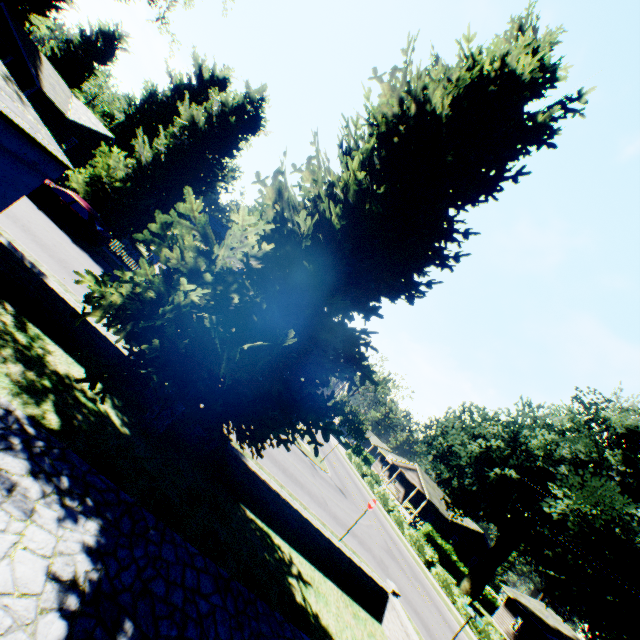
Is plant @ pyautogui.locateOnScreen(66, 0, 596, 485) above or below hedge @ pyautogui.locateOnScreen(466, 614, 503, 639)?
above

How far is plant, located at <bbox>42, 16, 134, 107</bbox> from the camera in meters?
Result: 38.8

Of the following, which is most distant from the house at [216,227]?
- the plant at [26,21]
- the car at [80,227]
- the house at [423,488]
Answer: the house at [423,488]

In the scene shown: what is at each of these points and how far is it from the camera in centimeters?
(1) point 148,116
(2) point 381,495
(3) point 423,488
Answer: (1) plant, 4012cm
(2) hedge, 3612cm
(3) house, 4384cm

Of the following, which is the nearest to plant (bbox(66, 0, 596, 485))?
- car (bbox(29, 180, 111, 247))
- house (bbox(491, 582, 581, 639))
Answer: car (bbox(29, 180, 111, 247))

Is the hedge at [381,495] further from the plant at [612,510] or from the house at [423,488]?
the house at [423,488]

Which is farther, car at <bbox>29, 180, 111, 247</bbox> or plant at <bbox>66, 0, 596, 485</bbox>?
car at <bbox>29, 180, 111, 247</bbox>

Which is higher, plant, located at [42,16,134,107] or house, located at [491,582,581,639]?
plant, located at [42,16,134,107]
